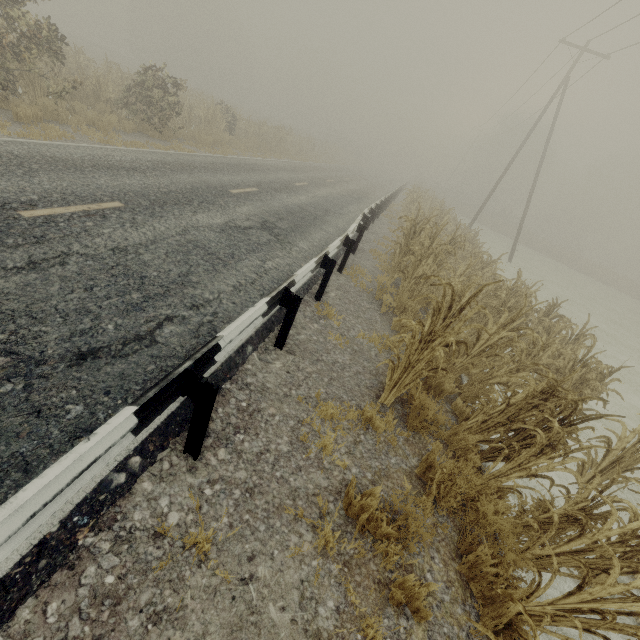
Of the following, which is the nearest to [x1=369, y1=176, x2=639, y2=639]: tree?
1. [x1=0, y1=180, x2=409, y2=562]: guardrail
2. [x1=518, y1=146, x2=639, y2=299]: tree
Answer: [x1=0, y1=180, x2=409, y2=562]: guardrail

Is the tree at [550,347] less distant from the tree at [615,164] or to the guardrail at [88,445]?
the guardrail at [88,445]

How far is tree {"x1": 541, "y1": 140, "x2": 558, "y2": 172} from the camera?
54.6m

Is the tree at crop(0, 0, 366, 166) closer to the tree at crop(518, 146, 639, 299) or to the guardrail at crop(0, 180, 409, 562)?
the guardrail at crop(0, 180, 409, 562)

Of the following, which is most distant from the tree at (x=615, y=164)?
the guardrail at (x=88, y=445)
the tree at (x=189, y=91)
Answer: the guardrail at (x=88, y=445)

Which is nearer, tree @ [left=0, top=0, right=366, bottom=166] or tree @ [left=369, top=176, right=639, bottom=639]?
tree @ [left=369, top=176, right=639, bottom=639]

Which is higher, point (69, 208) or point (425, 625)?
point (69, 208)

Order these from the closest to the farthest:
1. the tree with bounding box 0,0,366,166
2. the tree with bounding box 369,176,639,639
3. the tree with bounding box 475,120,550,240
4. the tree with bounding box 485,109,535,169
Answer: the tree with bounding box 369,176,639,639 < the tree with bounding box 0,0,366,166 < the tree with bounding box 475,120,550,240 < the tree with bounding box 485,109,535,169
